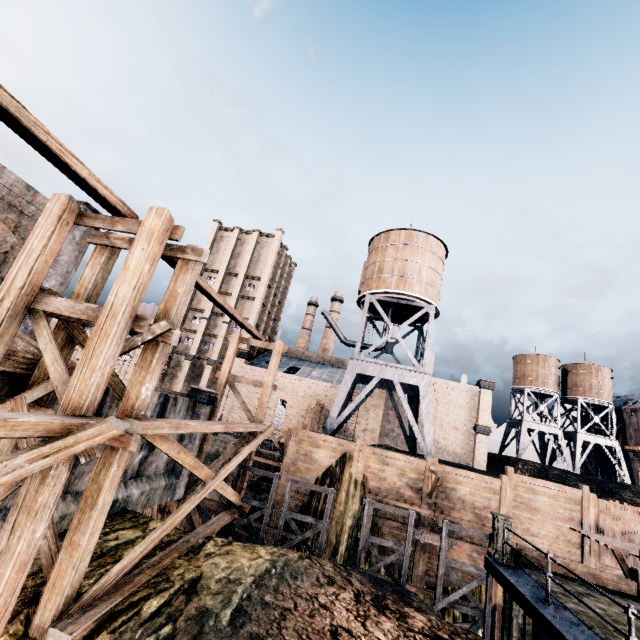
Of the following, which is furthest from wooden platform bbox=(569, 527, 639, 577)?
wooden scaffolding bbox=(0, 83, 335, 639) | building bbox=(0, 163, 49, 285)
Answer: building bbox=(0, 163, 49, 285)

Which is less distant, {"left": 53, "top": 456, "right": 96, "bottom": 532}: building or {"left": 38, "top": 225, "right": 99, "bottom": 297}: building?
{"left": 53, "top": 456, "right": 96, "bottom": 532}: building

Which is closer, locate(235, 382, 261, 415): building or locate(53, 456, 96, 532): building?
locate(53, 456, 96, 532): building

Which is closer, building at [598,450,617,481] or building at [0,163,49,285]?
building at [0,163,49,285]

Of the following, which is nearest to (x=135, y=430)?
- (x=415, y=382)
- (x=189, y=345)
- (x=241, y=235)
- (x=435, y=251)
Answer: (x=415, y=382)

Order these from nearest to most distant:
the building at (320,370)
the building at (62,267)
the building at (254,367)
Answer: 1. the building at (62,267)
2. the building at (320,370)
3. the building at (254,367)

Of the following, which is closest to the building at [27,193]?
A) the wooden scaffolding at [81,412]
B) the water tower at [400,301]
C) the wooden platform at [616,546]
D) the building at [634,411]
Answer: the wooden scaffolding at [81,412]

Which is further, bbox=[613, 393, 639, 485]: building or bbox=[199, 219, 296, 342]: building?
bbox=[613, 393, 639, 485]: building
